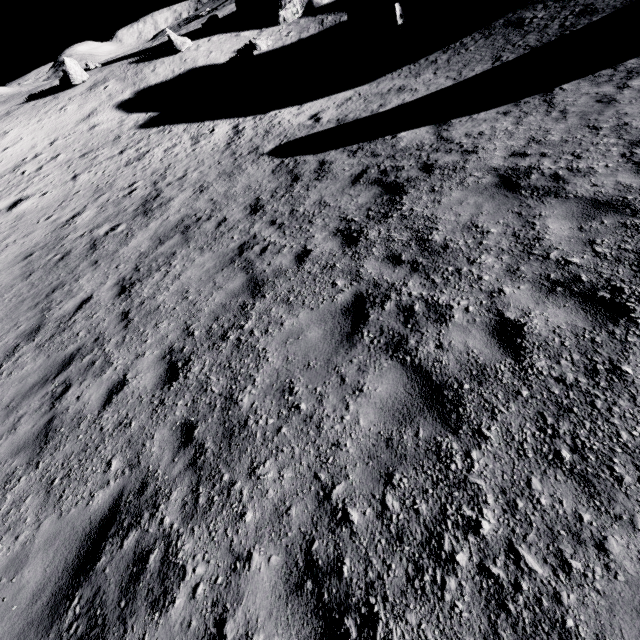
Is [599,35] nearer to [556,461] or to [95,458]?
[556,461]

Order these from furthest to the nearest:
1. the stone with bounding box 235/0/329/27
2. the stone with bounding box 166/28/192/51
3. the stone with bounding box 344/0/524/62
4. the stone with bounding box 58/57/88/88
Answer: the stone with bounding box 235/0/329/27, the stone with bounding box 166/28/192/51, the stone with bounding box 58/57/88/88, the stone with bounding box 344/0/524/62

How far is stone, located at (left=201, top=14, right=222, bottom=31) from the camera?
29.0 meters

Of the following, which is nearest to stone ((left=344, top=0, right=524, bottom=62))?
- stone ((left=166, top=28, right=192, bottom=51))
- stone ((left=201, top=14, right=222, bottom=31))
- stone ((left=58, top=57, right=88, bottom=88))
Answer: stone ((left=201, top=14, right=222, bottom=31))

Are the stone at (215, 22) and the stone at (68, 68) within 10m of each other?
no

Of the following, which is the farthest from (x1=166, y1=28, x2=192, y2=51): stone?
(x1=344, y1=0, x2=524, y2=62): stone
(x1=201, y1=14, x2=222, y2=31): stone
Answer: (x1=344, y1=0, x2=524, y2=62): stone

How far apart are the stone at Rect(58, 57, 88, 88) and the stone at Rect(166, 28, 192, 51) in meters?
7.3

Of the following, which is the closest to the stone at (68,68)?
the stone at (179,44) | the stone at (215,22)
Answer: the stone at (179,44)
